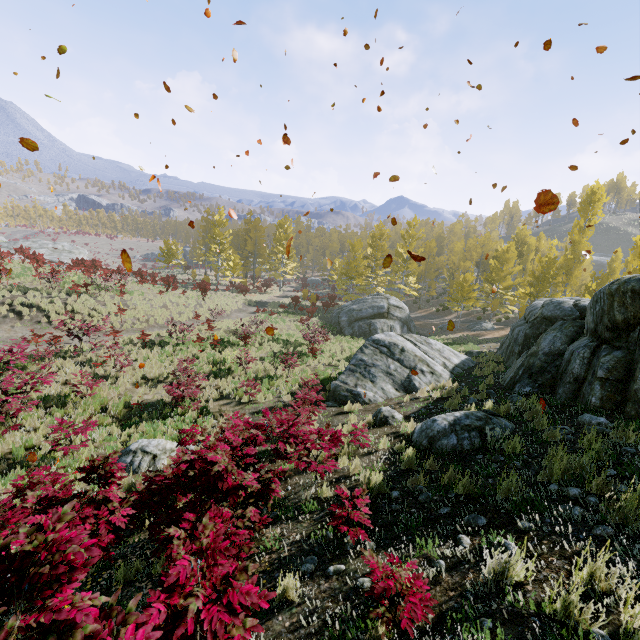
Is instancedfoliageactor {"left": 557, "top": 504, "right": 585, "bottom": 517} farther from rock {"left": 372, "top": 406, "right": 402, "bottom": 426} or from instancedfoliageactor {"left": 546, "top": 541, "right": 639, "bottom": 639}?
instancedfoliageactor {"left": 546, "top": 541, "right": 639, "bottom": 639}

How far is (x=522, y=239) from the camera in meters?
40.5 m

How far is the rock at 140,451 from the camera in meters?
8.1

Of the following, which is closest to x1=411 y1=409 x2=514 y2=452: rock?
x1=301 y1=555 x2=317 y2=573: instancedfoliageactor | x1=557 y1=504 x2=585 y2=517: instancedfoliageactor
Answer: x1=557 y1=504 x2=585 y2=517: instancedfoliageactor

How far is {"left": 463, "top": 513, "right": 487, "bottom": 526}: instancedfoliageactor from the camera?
3.9 meters

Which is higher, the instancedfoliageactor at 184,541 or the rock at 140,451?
the instancedfoliageactor at 184,541

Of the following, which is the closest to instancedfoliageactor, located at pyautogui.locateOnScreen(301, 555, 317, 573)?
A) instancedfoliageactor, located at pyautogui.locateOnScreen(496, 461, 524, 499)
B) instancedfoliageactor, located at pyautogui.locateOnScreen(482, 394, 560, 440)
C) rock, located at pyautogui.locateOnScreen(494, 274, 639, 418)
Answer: instancedfoliageactor, located at pyautogui.locateOnScreen(496, 461, 524, 499)

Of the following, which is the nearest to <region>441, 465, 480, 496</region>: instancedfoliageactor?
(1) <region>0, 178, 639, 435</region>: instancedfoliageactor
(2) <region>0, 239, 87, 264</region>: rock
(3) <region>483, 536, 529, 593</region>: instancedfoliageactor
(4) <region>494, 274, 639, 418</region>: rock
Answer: (3) <region>483, 536, 529, 593</region>: instancedfoliageactor
